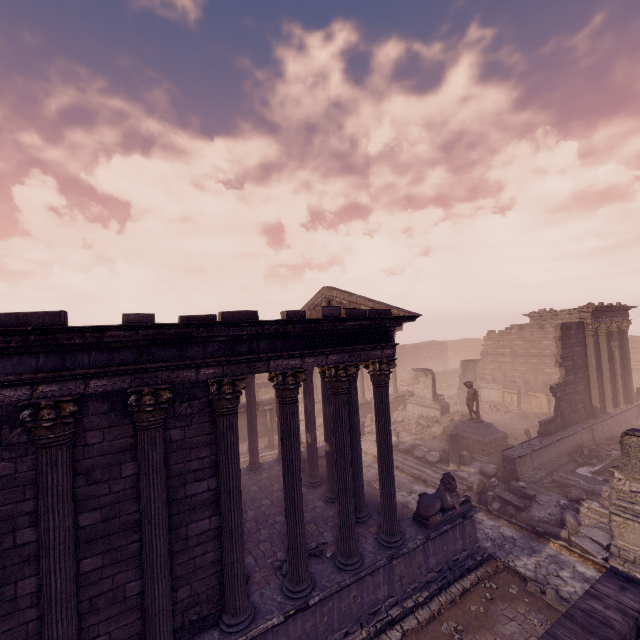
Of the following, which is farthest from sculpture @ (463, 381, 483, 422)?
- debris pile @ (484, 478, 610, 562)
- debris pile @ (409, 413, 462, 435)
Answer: debris pile @ (484, 478, 610, 562)

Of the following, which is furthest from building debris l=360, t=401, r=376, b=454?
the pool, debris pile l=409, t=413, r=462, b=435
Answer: the pool

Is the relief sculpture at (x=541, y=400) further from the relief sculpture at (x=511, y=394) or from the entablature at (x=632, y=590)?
the entablature at (x=632, y=590)

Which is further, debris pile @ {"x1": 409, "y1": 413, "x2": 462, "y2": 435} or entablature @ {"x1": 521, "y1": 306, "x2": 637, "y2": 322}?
debris pile @ {"x1": 409, "y1": 413, "x2": 462, "y2": 435}

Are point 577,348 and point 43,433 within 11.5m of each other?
no

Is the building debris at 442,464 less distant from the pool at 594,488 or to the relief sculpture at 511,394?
the pool at 594,488

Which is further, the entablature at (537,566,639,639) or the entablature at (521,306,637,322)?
the entablature at (521,306,637,322)

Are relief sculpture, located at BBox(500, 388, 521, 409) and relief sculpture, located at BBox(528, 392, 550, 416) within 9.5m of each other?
yes
